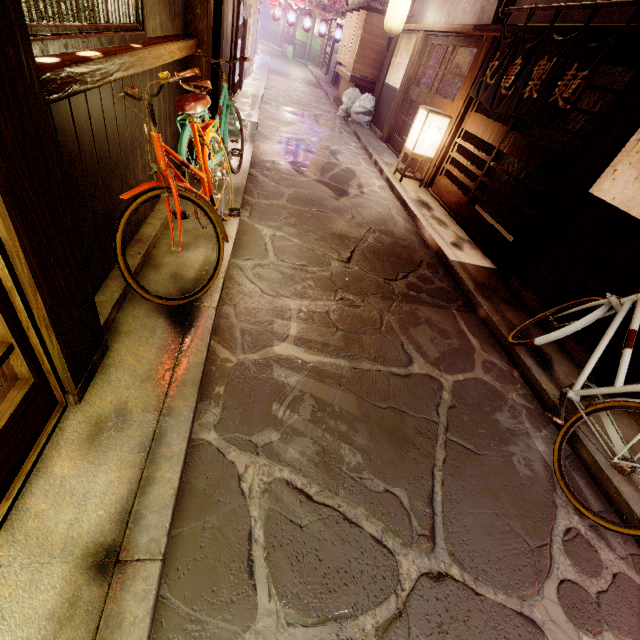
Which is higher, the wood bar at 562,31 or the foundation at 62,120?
the wood bar at 562,31

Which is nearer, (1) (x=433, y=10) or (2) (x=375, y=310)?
(2) (x=375, y=310)

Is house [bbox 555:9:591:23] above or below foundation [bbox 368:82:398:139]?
above

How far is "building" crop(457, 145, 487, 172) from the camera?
13.4m

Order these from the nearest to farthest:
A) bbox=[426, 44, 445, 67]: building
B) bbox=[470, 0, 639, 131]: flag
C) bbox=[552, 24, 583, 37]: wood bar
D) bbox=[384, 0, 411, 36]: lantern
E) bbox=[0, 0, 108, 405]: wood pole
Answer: bbox=[0, 0, 108, 405]: wood pole < bbox=[470, 0, 639, 131]: flag < bbox=[552, 24, 583, 37]: wood bar < bbox=[384, 0, 411, 36]: lantern < bbox=[426, 44, 445, 67]: building

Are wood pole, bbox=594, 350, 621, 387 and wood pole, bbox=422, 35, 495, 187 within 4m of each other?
no

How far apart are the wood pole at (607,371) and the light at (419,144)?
10.1 meters

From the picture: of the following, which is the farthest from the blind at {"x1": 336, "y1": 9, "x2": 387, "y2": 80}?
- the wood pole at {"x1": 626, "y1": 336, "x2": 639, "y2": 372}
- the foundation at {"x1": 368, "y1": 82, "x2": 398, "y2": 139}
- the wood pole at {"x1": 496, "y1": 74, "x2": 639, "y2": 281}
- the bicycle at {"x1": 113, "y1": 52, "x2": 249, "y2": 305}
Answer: the wood pole at {"x1": 626, "y1": 336, "x2": 639, "y2": 372}
